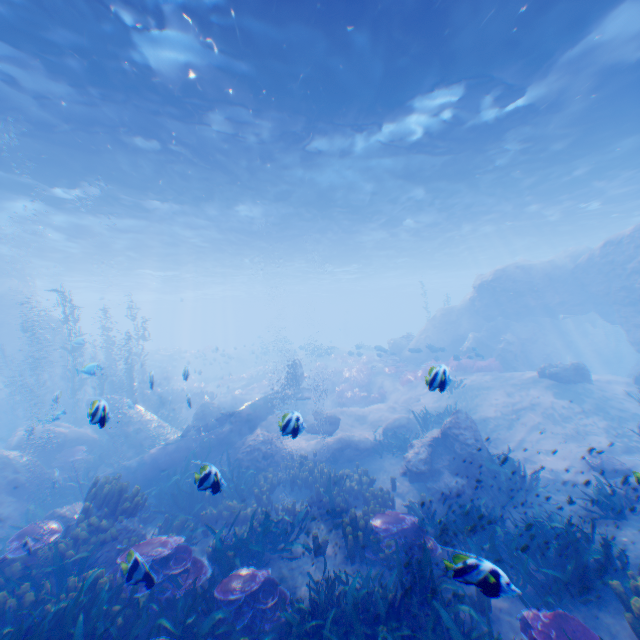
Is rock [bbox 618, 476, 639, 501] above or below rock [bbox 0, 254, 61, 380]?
below

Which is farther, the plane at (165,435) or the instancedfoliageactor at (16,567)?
the plane at (165,435)

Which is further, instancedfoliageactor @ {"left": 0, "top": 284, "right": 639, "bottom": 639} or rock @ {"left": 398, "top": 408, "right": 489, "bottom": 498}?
rock @ {"left": 398, "top": 408, "right": 489, "bottom": 498}

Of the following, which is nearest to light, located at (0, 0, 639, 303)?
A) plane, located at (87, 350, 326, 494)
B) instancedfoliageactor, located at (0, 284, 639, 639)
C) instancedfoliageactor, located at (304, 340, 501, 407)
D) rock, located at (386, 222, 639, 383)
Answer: rock, located at (386, 222, 639, 383)

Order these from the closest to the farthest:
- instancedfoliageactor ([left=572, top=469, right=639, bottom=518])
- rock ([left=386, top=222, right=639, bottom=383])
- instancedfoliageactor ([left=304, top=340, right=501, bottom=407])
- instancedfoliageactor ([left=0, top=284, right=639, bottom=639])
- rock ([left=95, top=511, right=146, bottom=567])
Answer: instancedfoliageactor ([left=0, top=284, right=639, bottom=639])
rock ([left=95, top=511, right=146, bottom=567])
instancedfoliageactor ([left=572, top=469, right=639, bottom=518])
rock ([left=386, top=222, right=639, bottom=383])
instancedfoliageactor ([left=304, top=340, right=501, bottom=407])

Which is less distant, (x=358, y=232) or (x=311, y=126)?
(x=311, y=126)

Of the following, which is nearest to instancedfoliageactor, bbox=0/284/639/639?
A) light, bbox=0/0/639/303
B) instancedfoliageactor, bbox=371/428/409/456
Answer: light, bbox=0/0/639/303

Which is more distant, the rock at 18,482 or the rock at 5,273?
the rock at 5,273
